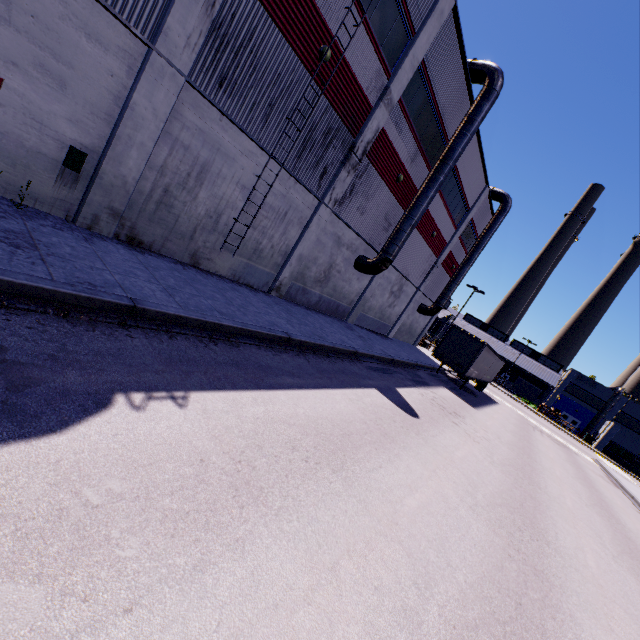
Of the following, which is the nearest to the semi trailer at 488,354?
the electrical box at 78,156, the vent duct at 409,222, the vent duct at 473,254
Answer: the vent duct at 473,254

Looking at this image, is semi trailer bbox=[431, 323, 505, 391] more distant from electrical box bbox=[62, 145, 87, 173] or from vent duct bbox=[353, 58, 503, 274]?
electrical box bbox=[62, 145, 87, 173]

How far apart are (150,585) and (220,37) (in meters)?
11.91

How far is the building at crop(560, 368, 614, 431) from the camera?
57.2 meters

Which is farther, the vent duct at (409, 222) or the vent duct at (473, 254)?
the vent duct at (473, 254)

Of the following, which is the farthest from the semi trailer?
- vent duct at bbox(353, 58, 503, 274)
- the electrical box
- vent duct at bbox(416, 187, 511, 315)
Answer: the electrical box

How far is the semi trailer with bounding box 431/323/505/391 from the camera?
22.34m
